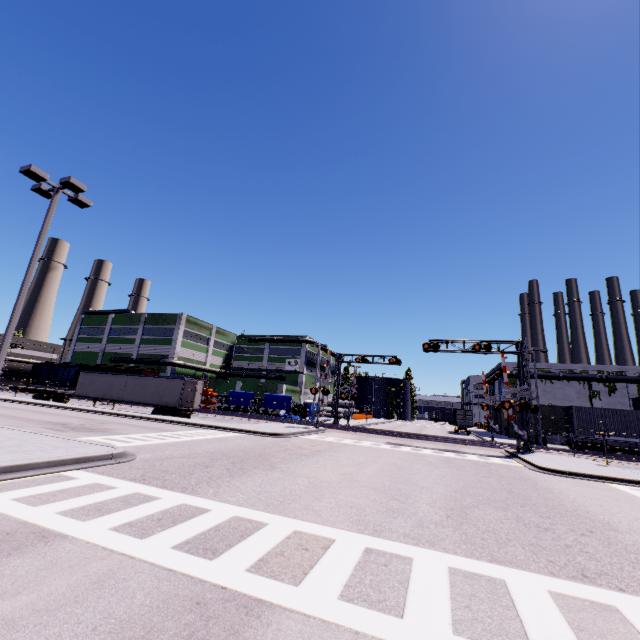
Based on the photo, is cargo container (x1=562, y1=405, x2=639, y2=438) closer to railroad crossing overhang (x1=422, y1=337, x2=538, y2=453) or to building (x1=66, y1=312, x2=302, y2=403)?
building (x1=66, y1=312, x2=302, y2=403)

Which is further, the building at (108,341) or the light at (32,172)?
the building at (108,341)

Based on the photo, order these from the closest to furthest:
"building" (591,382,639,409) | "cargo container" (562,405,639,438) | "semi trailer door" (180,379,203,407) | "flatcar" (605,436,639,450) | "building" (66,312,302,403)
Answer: "flatcar" (605,436,639,450) → "cargo container" (562,405,639,438) → "semi trailer door" (180,379,203,407) → "building" (591,382,639,409) → "building" (66,312,302,403)

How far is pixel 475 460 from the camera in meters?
19.4 m

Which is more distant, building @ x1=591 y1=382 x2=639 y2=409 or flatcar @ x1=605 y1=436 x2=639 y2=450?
building @ x1=591 y1=382 x2=639 y2=409

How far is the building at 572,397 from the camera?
41.8 meters

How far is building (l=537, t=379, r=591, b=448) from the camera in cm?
4181

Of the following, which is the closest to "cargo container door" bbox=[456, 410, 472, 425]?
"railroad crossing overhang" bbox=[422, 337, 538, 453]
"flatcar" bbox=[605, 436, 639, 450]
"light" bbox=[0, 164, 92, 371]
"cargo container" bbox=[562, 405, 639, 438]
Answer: "cargo container" bbox=[562, 405, 639, 438]
